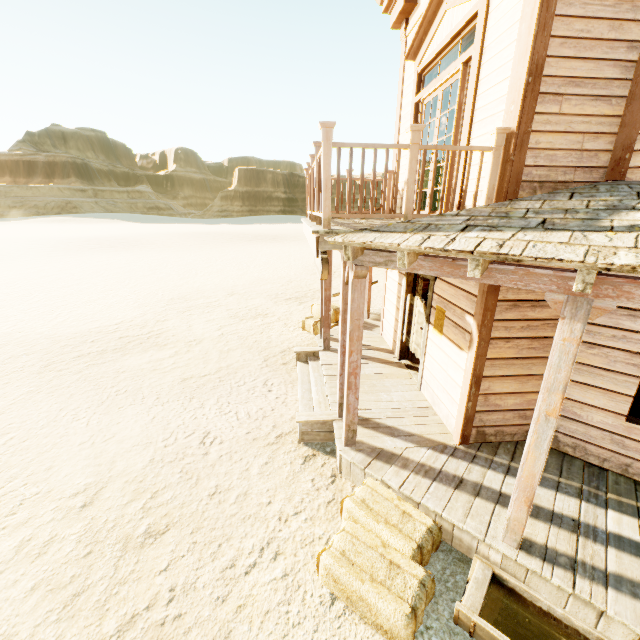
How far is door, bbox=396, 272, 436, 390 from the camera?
5.62m

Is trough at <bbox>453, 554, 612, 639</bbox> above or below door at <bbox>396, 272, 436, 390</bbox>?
below

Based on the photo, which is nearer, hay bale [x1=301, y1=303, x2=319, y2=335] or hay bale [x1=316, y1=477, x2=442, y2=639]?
hay bale [x1=316, y1=477, x2=442, y2=639]

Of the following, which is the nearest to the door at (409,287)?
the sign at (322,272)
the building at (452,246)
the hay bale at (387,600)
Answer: the building at (452,246)

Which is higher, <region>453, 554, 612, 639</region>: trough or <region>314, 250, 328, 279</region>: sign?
<region>314, 250, 328, 279</region>: sign

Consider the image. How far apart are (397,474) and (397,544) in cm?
91

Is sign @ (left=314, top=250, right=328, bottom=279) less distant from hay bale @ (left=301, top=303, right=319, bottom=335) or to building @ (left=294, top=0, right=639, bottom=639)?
building @ (left=294, top=0, right=639, bottom=639)

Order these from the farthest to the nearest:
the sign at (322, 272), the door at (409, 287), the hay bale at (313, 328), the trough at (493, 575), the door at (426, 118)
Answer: the hay bale at (313, 328) < the door at (409, 287) < the sign at (322, 272) < the door at (426, 118) < the trough at (493, 575)
